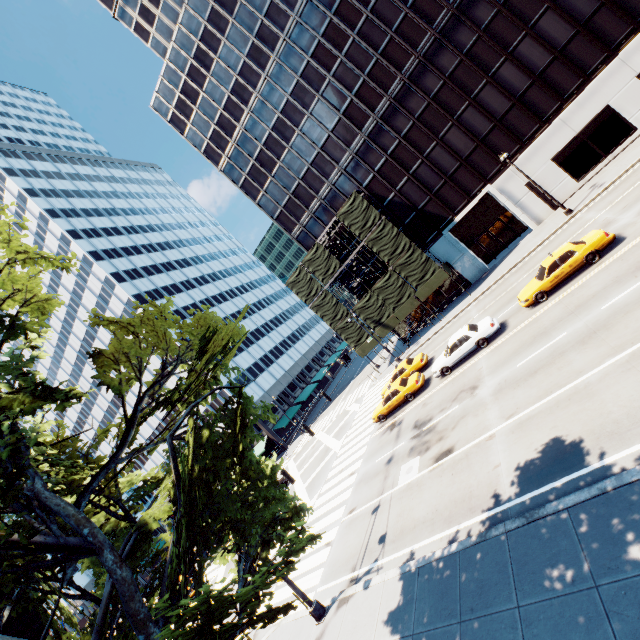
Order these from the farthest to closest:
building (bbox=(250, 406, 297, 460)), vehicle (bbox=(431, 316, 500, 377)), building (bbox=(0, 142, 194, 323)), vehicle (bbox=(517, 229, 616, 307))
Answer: building (bbox=(0, 142, 194, 323)), building (bbox=(250, 406, 297, 460)), vehicle (bbox=(431, 316, 500, 377)), vehicle (bbox=(517, 229, 616, 307))

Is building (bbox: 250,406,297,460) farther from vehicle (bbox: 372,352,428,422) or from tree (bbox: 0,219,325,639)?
vehicle (bbox: 372,352,428,422)

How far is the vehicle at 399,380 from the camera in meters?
22.9

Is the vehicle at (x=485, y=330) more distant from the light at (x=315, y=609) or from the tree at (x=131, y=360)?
the tree at (x=131, y=360)

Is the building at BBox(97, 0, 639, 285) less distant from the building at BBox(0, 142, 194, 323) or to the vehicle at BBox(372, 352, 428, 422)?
the vehicle at BBox(372, 352, 428, 422)

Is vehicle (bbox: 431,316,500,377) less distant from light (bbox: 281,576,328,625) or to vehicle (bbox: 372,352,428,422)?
vehicle (bbox: 372,352,428,422)

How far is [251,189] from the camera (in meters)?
40.62

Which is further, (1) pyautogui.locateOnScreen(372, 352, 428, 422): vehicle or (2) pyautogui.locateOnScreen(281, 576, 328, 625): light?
(1) pyautogui.locateOnScreen(372, 352, 428, 422): vehicle
